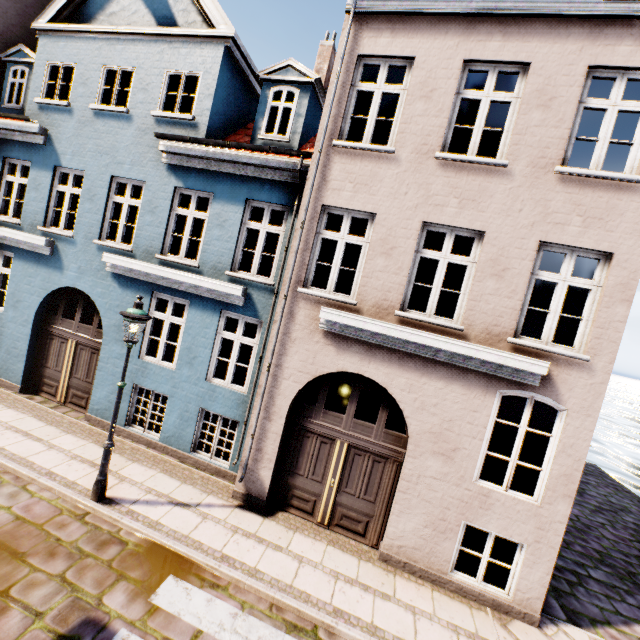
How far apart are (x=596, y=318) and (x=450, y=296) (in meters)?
6.69

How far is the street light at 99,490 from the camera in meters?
5.6 m

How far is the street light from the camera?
5.64m
